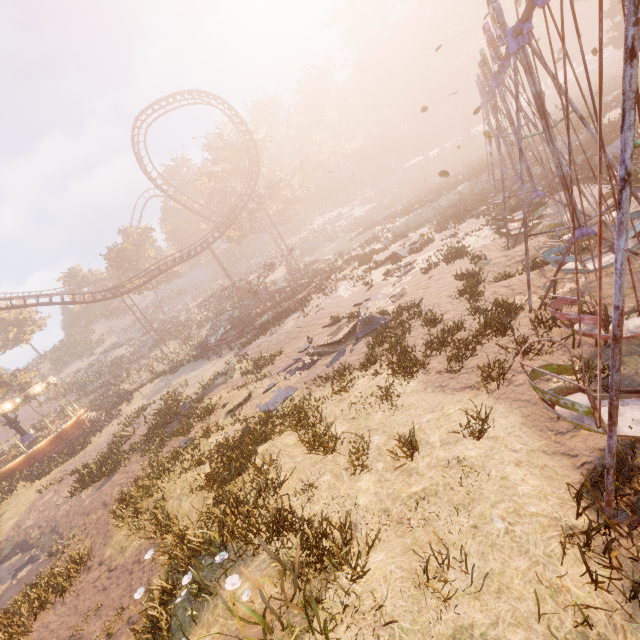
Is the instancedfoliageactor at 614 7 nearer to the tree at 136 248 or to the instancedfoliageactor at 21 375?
the tree at 136 248

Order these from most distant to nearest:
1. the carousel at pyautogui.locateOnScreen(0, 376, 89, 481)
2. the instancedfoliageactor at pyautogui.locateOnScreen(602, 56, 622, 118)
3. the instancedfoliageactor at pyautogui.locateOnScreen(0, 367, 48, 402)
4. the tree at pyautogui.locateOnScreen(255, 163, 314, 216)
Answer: the tree at pyautogui.locateOnScreen(255, 163, 314, 216) → the instancedfoliageactor at pyautogui.locateOnScreen(0, 367, 48, 402) → the instancedfoliageactor at pyautogui.locateOnScreen(602, 56, 622, 118) → the carousel at pyautogui.locateOnScreen(0, 376, 89, 481)

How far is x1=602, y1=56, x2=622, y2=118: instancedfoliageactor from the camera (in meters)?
23.86

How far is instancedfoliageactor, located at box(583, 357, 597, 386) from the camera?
5.8 meters

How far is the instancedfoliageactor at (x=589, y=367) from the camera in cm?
577

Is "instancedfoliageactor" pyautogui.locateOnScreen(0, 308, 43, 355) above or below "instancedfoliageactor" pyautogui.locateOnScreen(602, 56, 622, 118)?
above

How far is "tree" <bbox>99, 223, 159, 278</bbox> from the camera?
48.84m

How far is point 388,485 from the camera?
6.22m
